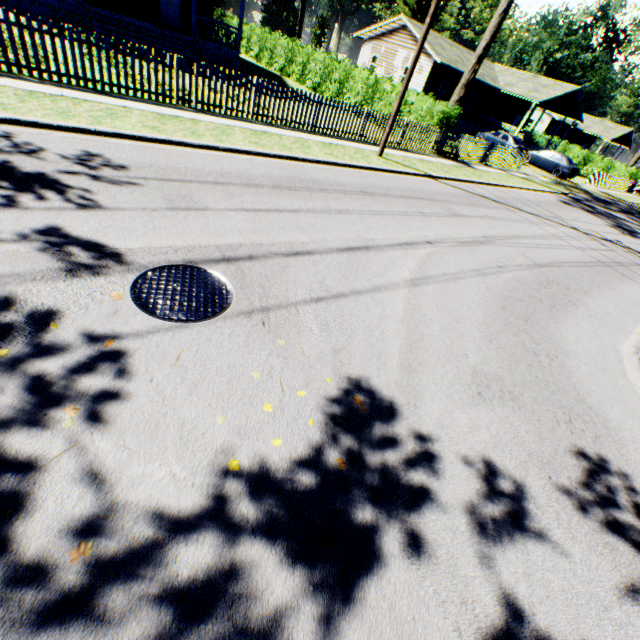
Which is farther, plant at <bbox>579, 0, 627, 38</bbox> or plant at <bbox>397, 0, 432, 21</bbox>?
plant at <bbox>397, 0, 432, 21</bbox>

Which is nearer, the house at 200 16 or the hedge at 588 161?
the house at 200 16

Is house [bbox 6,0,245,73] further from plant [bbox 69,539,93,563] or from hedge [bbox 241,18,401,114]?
plant [bbox 69,539,93,563]

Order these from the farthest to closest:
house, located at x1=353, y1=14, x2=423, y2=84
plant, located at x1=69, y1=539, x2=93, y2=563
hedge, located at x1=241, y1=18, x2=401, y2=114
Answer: house, located at x1=353, y1=14, x2=423, y2=84 < hedge, located at x1=241, y1=18, x2=401, y2=114 < plant, located at x1=69, y1=539, x2=93, y2=563

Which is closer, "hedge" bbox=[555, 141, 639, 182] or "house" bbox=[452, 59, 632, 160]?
"house" bbox=[452, 59, 632, 160]

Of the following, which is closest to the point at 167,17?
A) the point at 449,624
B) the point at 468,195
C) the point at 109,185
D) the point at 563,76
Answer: the point at 468,195

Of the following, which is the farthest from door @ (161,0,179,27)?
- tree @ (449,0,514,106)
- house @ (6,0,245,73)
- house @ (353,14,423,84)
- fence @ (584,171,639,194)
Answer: fence @ (584,171,639,194)

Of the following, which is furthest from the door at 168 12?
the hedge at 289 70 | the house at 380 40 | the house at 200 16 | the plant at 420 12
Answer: the plant at 420 12
